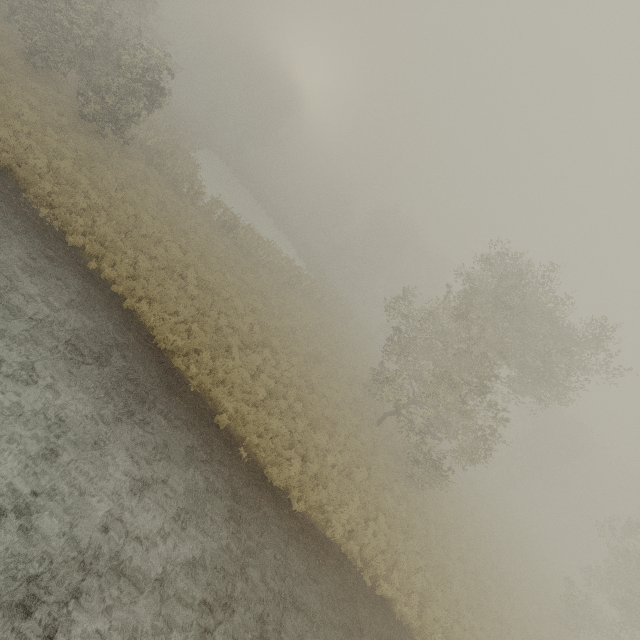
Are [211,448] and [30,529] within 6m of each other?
A: yes
